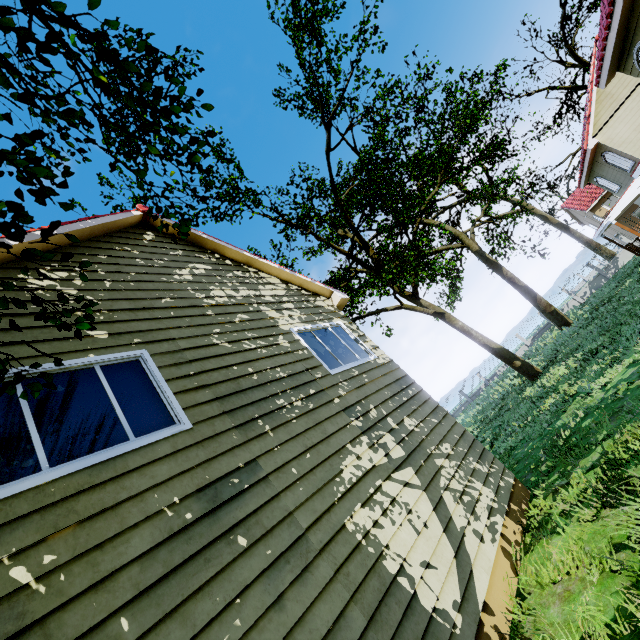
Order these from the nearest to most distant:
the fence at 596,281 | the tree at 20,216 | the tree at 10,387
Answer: the tree at 20,216
the tree at 10,387
the fence at 596,281

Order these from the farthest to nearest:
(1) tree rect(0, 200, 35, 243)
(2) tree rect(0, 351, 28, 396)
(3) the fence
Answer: (3) the fence < (2) tree rect(0, 351, 28, 396) < (1) tree rect(0, 200, 35, 243)

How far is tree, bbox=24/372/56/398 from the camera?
2.74m

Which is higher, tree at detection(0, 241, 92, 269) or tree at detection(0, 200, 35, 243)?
tree at detection(0, 241, 92, 269)

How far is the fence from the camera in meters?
30.8 m

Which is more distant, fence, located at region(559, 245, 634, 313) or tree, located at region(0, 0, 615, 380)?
fence, located at region(559, 245, 634, 313)

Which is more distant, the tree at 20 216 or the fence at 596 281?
the fence at 596 281

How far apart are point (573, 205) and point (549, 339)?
31.2m
